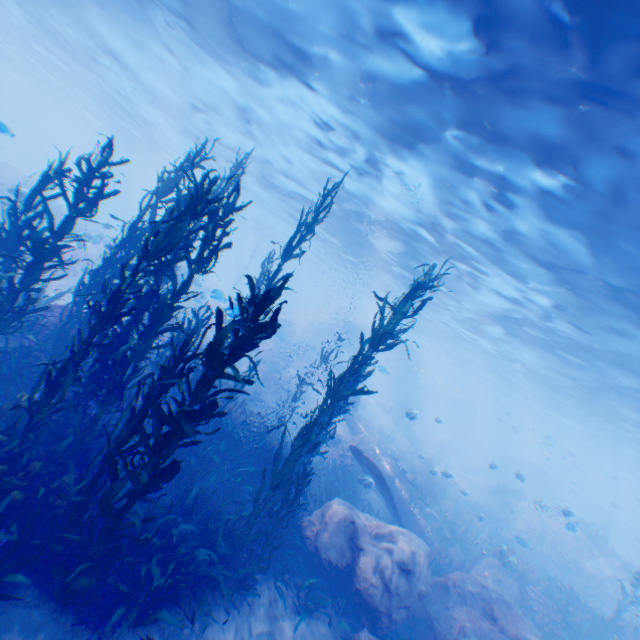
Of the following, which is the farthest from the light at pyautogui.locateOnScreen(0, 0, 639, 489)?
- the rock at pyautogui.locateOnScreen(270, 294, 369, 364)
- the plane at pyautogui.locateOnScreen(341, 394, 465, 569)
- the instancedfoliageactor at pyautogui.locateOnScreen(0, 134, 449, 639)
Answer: the plane at pyautogui.locateOnScreen(341, 394, 465, 569)

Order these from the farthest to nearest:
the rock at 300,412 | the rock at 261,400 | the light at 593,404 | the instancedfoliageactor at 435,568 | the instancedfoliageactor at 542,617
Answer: the rock at 300,412 < the rock at 261,400 < the instancedfoliageactor at 542,617 < the instancedfoliageactor at 435,568 < the light at 593,404

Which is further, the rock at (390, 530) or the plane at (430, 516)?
the plane at (430, 516)

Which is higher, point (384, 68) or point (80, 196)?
point (384, 68)

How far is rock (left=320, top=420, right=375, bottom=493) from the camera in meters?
15.1 m

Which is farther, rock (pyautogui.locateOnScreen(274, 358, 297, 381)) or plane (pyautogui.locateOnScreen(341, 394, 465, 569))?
rock (pyautogui.locateOnScreen(274, 358, 297, 381))

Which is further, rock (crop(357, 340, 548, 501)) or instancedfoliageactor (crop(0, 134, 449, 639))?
rock (crop(357, 340, 548, 501))

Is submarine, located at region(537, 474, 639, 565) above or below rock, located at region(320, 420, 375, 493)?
above
